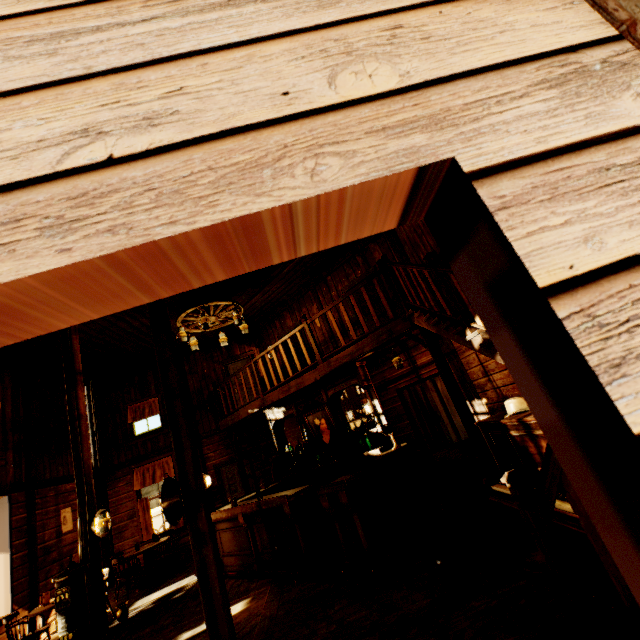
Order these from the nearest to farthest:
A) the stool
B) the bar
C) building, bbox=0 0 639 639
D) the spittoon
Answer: building, bbox=0 0 639 639 → the stool → the bar → the spittoon

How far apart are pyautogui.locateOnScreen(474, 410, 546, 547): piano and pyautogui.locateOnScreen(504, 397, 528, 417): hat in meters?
0.0 m

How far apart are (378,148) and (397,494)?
5.52m

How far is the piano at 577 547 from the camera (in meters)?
2.22

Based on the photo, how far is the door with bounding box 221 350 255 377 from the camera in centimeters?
1130cm

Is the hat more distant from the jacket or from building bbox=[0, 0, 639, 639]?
the jacket

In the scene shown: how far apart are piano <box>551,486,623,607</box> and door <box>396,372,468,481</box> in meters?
3.6

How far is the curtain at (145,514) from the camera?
9.5 meters
